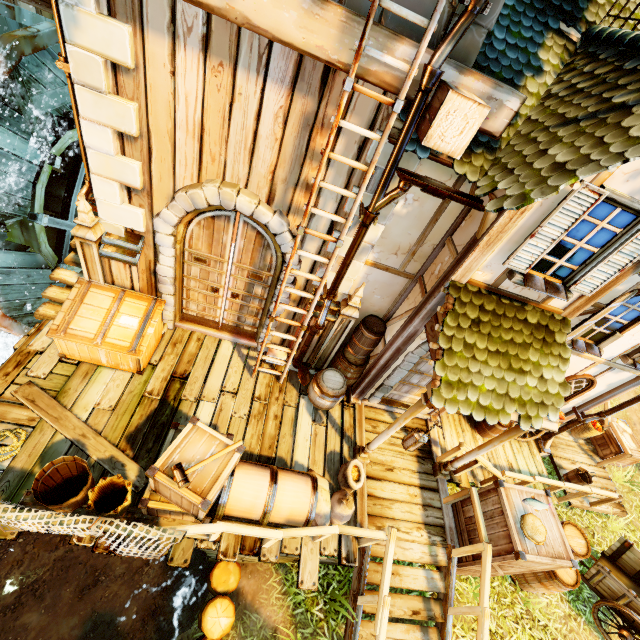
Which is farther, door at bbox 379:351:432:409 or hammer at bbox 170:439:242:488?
door at bbox 379:351:432:409

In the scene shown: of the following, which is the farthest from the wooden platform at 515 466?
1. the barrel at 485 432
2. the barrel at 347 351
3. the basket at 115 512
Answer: the basket at 115 512

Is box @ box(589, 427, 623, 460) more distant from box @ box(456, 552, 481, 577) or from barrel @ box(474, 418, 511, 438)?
box @ box(456, 552, 481, 577)

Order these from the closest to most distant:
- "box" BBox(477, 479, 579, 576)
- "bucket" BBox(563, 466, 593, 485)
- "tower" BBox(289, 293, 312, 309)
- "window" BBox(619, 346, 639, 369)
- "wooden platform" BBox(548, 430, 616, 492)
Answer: "box" BBox(477, 479, 579, 576)
"tower" BBox(289, 293, 312, 309)
"window" BBox(619, 346, 639, 369)
"bucket" BBox(563, 466, 593, 485)
"wooden platform" BBox(548, 430, 616, 492)

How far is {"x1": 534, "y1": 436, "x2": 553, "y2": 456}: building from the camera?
8.73m

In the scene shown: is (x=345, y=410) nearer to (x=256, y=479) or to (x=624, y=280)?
(x=256, y=479)

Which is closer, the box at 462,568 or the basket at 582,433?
the box at 462,568

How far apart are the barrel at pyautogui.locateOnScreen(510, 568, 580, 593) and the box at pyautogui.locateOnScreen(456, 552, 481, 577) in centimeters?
65cm
